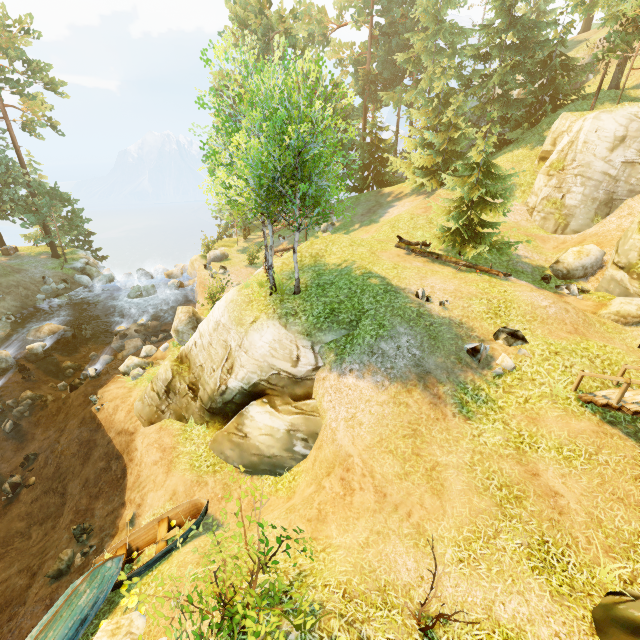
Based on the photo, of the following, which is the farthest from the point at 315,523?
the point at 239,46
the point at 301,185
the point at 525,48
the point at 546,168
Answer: the point at 239,46

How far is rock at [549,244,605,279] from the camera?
16.5m

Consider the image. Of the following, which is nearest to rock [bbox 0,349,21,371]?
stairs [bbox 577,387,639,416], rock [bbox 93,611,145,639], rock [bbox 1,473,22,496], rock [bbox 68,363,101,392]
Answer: rock [bbox 68,363,101,392]

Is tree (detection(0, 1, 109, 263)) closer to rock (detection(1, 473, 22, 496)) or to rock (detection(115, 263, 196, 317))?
rock (detection(115, 263, 196, 317))

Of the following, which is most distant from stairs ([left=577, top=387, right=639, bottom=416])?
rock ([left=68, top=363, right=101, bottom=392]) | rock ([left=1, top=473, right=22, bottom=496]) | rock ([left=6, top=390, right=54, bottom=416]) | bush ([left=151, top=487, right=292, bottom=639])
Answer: rock ([left=6, top=390, right=54, bottom=416])

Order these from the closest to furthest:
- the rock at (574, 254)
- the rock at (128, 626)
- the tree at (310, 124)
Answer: the rock at (128, 626)
the tree at (310, 124)
the rock at (574, 254)

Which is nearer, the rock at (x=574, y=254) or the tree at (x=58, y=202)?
the rock at (x=574, y=254)

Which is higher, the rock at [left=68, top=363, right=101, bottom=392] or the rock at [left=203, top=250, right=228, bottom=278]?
the rock at [left=203, top=250, right=228, bottom=278]
